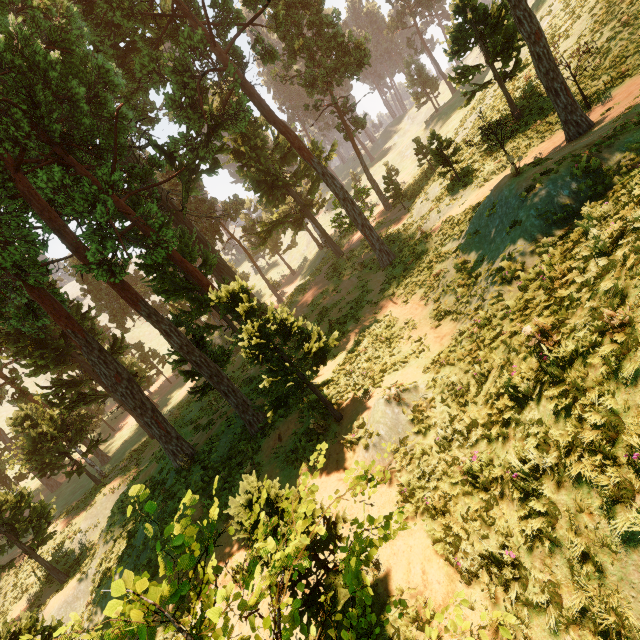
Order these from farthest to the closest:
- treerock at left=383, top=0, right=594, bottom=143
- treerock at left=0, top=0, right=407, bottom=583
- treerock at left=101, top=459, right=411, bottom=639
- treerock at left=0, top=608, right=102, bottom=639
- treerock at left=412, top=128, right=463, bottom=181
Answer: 1. treerock at left=412, top=128, right=463, bottom=181
2. treerock at left=383, top=0, right=594, bottom=143
3. treerock at left=0, top=0, right=407, bottom=583
4. treerock at left=101, top=459, right=411, bottom=639
5. treerock at left=0, top=608, right=102, bottom=639

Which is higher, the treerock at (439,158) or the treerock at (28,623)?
the treerock at (439,158)

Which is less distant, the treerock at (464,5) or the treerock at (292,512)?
the treerock at (292,512)

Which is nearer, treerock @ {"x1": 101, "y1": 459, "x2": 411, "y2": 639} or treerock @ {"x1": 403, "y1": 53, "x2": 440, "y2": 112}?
treerock @ {"x1": 101, "y1": 459, "x2": 411, "y2": 639}

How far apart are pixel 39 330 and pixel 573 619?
33.1 meters
